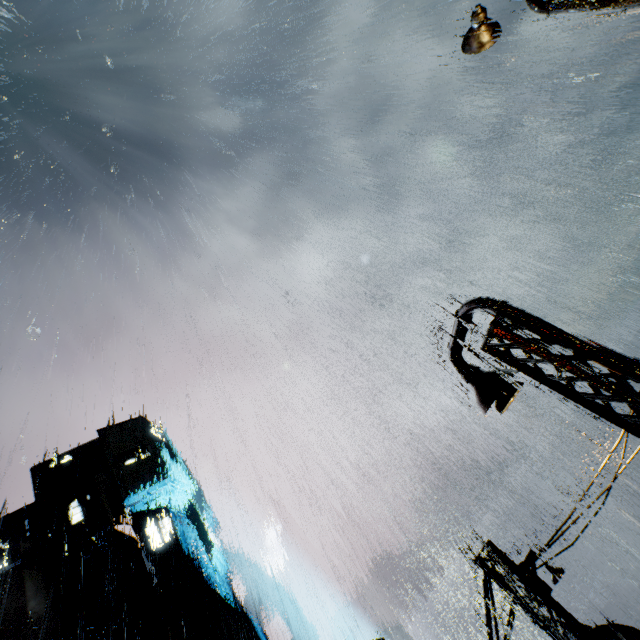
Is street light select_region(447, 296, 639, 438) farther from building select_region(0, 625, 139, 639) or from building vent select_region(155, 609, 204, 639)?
building vent select_region(155, 609, 204, 639)

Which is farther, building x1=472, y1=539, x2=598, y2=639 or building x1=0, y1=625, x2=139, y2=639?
building x1=0, y1=625, x2=139, y2=639

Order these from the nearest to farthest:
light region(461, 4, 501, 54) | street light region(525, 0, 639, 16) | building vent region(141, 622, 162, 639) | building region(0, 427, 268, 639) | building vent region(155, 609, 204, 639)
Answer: street light region(525, 0, 639, 16)
light region(461, 4, 501, 54)
building vent region(141, 622, 162, 639)
building vent region(155, 609, 204, 639)
building region(0, 427, 268, 639)

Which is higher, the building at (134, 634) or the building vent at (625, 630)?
the building at (134, 634)

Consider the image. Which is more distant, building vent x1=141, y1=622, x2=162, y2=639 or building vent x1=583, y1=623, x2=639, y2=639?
building vent x1=141, y1=622, x2=162, y2=639

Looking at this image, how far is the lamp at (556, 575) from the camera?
8.18m

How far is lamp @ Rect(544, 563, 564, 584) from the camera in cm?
818

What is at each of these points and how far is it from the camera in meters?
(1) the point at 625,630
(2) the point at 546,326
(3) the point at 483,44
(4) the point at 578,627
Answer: (1) building vent, 9.2 m
(2) street light, 5.6 m
(3) light, 7.3 m
(4) building, 7.6 m
